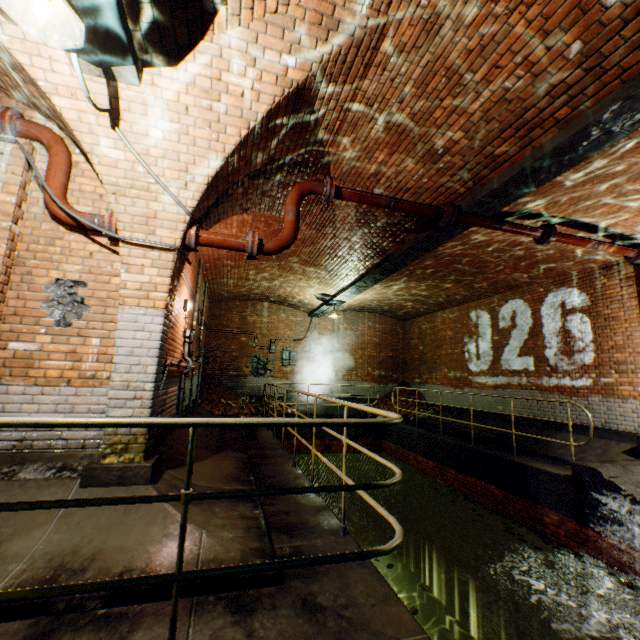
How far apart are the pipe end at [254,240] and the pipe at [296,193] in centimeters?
3cm

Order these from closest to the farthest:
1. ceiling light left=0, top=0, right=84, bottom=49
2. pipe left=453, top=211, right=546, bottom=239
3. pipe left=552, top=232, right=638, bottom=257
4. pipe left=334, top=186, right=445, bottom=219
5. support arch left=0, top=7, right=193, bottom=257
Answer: ceiling light left=0, top=0, right=84, bottom=49 < support arch left=0, top=7, right=193, bottom=257 < pipe left=334, top=186, right=445, bottom=219 < pipe left=453, top=211, right=546, bottom=239 < pipe left=552, top=232, right=638, bottom=257

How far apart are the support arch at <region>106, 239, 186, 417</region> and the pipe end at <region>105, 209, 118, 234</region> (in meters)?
0.02

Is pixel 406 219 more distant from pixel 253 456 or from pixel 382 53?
pixel 253 456

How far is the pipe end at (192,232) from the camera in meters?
3.8 m

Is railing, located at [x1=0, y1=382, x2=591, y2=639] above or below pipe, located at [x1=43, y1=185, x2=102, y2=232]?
below

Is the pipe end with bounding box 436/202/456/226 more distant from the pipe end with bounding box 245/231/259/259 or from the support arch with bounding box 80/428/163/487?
Result: the pipe end with bounding box 245/231/259/259

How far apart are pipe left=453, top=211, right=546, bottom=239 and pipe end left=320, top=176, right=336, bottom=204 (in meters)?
2.02
